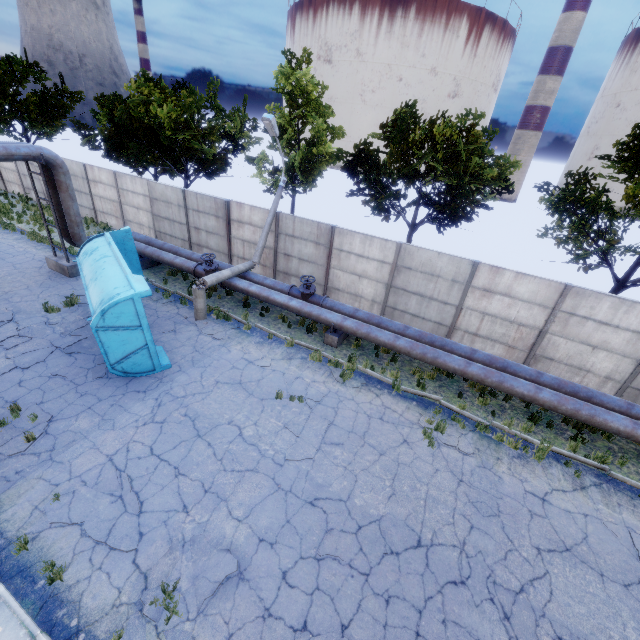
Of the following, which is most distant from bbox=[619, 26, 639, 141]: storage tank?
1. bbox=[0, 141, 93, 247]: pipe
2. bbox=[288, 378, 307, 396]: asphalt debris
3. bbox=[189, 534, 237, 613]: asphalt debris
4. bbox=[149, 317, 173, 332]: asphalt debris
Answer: bbox=[189, 534, 237, 613]: asphalt debris

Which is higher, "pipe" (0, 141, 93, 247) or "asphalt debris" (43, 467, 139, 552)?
"pipe" (0, 141, 93, 247)

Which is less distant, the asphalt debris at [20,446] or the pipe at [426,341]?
the asphalt debris at [20,446]

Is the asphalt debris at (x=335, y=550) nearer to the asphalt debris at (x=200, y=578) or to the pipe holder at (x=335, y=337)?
the asphalt debris at (x=200, y=578)

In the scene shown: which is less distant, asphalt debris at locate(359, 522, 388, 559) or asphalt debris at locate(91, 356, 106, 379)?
asphalt debris at locate(359, 522, 388, 559)

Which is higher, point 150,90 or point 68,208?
point 150,90

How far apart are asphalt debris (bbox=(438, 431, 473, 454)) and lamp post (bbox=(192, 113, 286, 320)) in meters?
8.8

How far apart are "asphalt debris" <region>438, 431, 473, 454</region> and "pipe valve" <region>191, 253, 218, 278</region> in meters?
9.3
